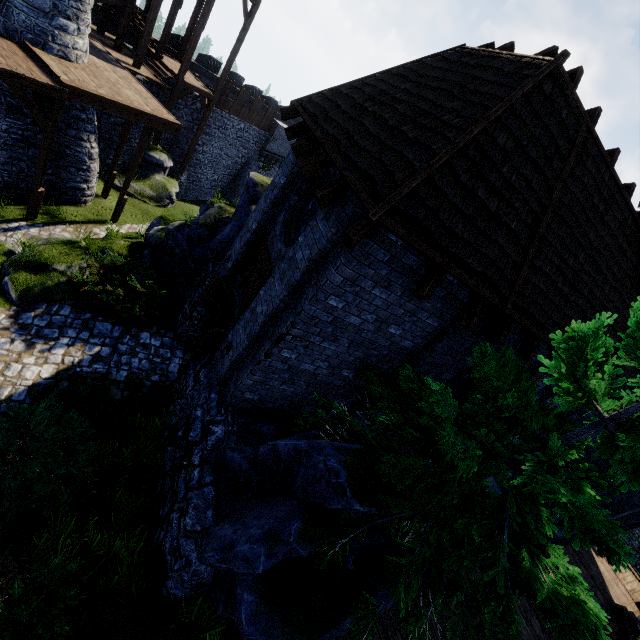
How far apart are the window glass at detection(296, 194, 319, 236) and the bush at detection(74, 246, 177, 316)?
4.9 meters

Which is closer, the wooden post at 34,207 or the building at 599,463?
the building at 599,463

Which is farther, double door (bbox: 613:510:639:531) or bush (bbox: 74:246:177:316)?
double door (bbox: 613:510:639:531)

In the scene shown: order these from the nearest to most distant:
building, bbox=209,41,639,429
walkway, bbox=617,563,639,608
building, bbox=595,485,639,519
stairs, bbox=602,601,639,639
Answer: building, bbox=209,41,639,429 < building, bbox=595,485,639,519 < stairs, bbox=602,601,639,639 < walkway, bbox=617,563,639,608

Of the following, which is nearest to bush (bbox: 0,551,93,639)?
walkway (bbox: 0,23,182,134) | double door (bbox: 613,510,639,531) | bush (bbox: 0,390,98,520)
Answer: bush (bbox: 0,390,98,520)

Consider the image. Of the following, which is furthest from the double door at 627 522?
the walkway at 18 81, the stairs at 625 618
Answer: the walkway at 18 81

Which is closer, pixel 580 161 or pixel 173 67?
pixel 580 161

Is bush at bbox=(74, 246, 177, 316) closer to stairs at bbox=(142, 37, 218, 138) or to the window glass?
the window glass
